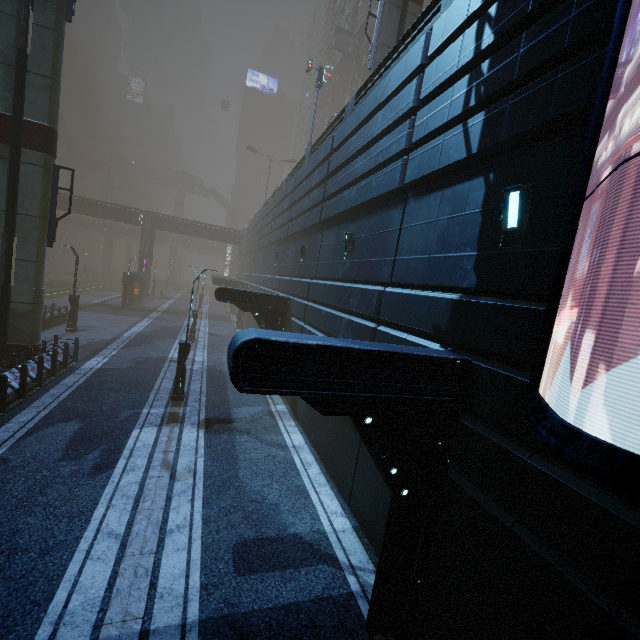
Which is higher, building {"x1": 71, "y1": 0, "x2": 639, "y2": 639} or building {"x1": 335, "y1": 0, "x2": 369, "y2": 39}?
building {"x1": 335, "y1": 0, "x2": 369, "y2": 39}

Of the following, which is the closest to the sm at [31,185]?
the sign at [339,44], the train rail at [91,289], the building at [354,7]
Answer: the building at [354,7]

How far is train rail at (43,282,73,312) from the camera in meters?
36.0 m

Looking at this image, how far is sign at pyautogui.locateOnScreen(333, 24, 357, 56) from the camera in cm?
4481

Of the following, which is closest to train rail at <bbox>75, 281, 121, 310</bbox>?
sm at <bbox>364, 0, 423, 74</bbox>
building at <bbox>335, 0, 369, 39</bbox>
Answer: building at <bbox>335, 0, 369, 39</bbox>

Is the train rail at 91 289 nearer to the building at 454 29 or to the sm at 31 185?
the building at 454 29

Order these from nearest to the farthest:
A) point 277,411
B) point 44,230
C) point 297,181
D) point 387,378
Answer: point 387,378, point 44,230, point 277,411, point 297,181

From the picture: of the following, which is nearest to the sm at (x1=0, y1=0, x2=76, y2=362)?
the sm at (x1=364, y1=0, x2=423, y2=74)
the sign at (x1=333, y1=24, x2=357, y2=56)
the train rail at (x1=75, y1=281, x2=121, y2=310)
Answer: the train rail at (x1=75, y1=281, x2=121, y2=310)
